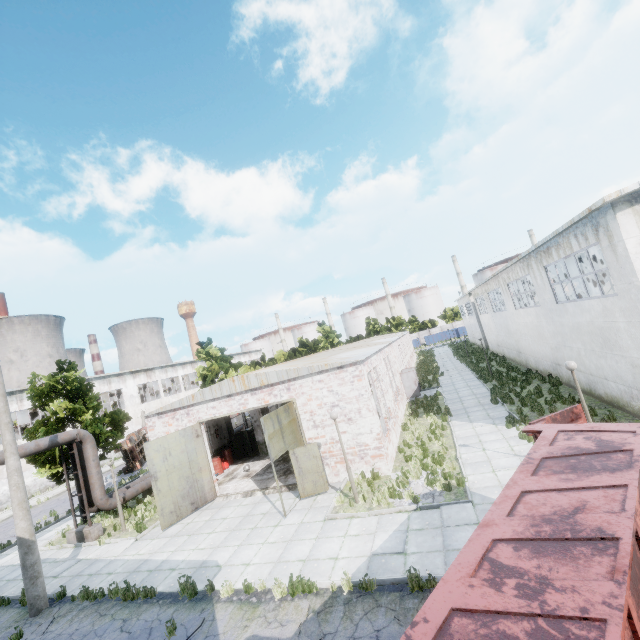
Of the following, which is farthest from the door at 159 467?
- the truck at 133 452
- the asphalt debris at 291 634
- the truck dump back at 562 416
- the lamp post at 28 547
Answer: the truck at 133 452

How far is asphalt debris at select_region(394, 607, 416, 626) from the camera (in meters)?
6.61

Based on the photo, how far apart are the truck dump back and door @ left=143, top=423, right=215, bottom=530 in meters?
14.7 m

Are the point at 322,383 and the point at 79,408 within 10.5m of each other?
no

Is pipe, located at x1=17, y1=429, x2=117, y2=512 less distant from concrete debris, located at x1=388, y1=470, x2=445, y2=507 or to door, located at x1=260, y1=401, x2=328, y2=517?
door, located at x1=260, y1=401, x2=328, y2=517

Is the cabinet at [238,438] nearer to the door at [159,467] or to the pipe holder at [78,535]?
the door at [159,467]

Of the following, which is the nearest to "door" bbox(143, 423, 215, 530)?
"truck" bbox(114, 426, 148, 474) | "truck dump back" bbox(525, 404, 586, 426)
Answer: "truck dump back" bbox(525, 404, 586, 426)

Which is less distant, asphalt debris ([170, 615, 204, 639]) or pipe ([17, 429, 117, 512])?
asphalt debris ([170, 615, 204, 639])
